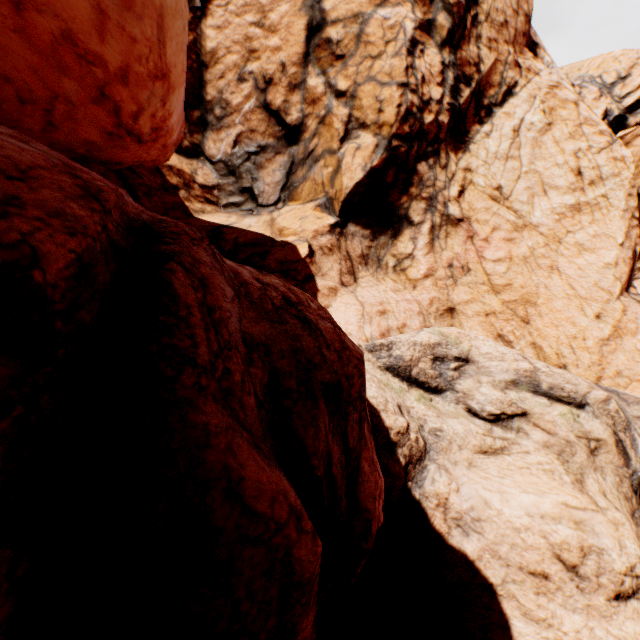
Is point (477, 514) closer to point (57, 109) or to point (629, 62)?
point (57, 109)
